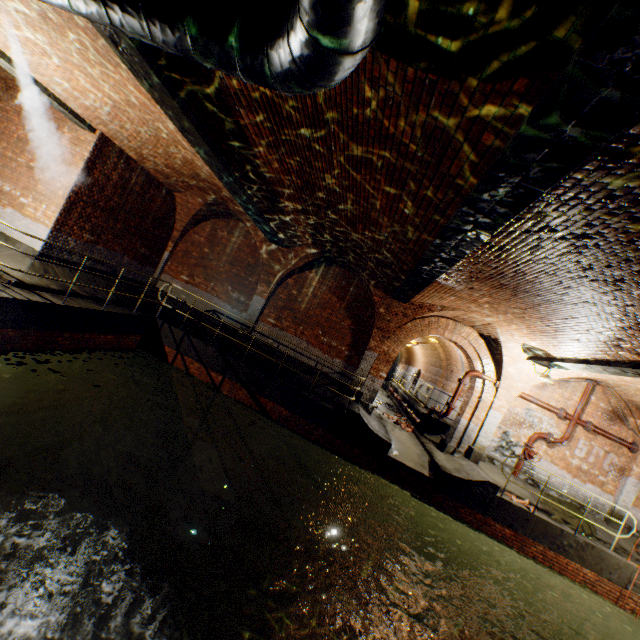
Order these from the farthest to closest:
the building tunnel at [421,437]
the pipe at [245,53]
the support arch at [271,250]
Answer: the building tunnel at [421,437]
the support arch at [271,250]
the pipe at [245,53]

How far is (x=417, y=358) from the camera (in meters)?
26.83

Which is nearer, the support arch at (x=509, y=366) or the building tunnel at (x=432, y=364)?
the support arch at (x=509, y=366)

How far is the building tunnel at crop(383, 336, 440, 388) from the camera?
20.3m

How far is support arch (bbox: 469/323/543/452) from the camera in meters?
10.9

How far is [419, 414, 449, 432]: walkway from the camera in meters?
14.7 m

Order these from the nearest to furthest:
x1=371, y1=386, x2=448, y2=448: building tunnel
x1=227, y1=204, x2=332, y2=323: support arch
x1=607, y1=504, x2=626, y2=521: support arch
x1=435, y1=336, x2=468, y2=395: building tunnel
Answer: x1=607, y1=504, x2=626, y2=521: support arch < x1=227, y1=204, x2=332, y2=323: support arch < x1=371, y1=386, x2=448, y2=448: building tunnel < x1=435, y1=336, x2=468, y2=395: building tunnel

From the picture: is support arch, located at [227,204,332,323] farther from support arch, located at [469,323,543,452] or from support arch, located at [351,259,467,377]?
support arch, located at [469,323,543,452]
